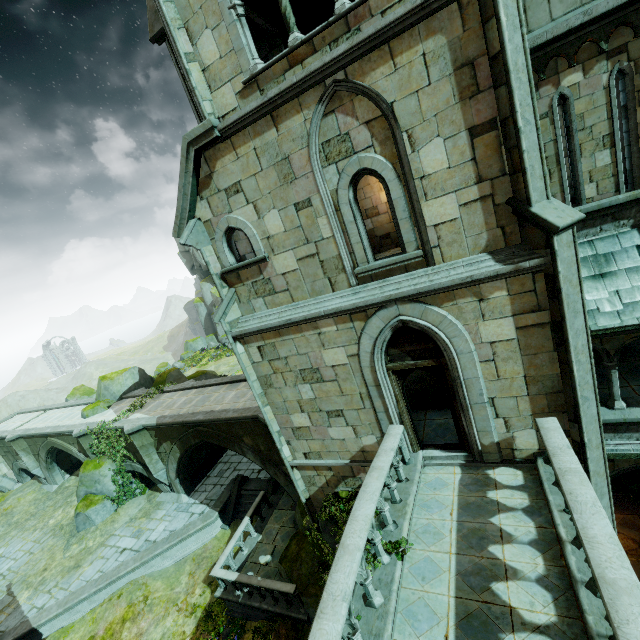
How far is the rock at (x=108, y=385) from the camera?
22.5 meters

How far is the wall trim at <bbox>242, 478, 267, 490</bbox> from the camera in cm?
1655

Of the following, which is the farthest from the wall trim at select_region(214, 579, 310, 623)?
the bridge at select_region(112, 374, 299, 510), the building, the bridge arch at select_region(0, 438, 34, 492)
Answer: the bridge arch at select_region(0, 438, 34, 492)

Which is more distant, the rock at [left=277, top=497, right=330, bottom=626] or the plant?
the plant

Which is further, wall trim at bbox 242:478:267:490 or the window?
wall trim at bbox 242:478:267:490

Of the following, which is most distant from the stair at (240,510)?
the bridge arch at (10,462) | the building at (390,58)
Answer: the bridge arch at (10,462)

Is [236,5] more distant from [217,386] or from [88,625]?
[88,625]

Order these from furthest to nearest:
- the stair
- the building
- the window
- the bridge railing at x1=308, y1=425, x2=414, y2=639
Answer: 1. the stair
2. the window
3. the building
4. the bridge railing at x1=308, y1=425, x2=414, y2=639
